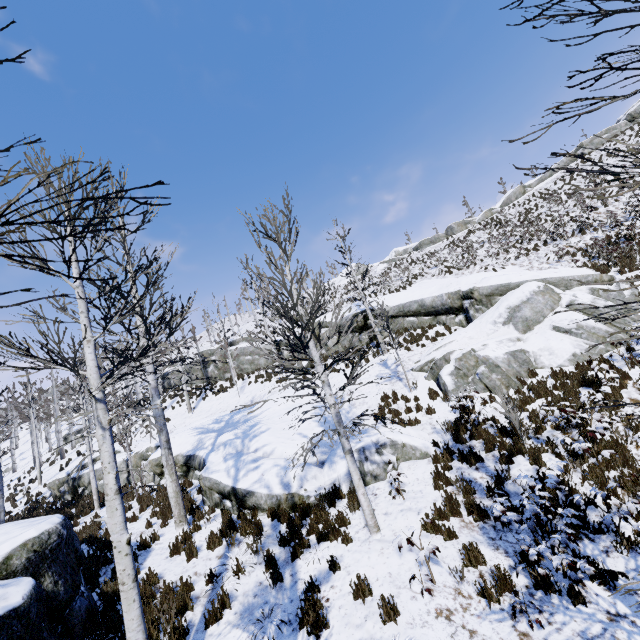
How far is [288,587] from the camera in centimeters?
617cm

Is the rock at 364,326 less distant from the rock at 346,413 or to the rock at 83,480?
the rock at 346,413

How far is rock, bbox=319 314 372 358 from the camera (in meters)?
20.84

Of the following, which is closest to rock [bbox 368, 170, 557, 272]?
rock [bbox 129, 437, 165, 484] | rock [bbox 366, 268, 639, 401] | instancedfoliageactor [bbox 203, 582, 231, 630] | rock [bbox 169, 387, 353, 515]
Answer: rock [bbox 366, 268, 639, 401]

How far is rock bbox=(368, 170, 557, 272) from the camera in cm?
3797

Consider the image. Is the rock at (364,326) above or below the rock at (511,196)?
below

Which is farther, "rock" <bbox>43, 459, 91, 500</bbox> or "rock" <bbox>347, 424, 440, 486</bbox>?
"rock" <bbox>43, 459, 91, 500</bbox>

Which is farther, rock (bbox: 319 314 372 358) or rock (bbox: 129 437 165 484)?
rock (bbox: 319 314 372 358)
